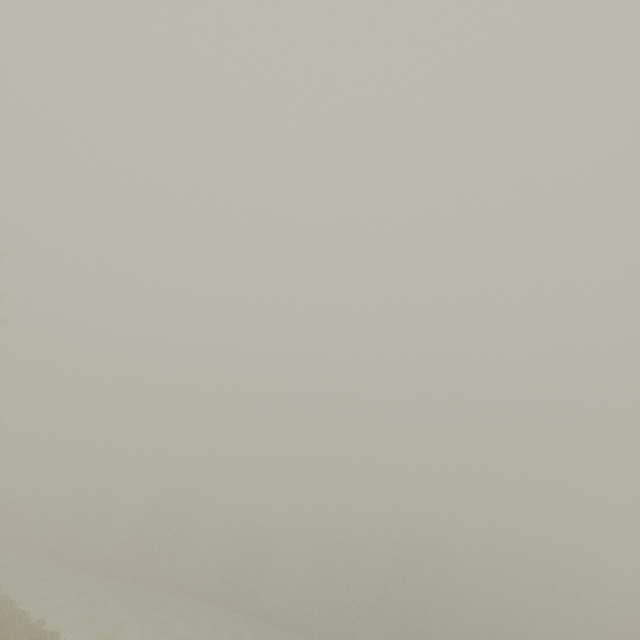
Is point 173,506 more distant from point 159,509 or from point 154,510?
point 154,510
